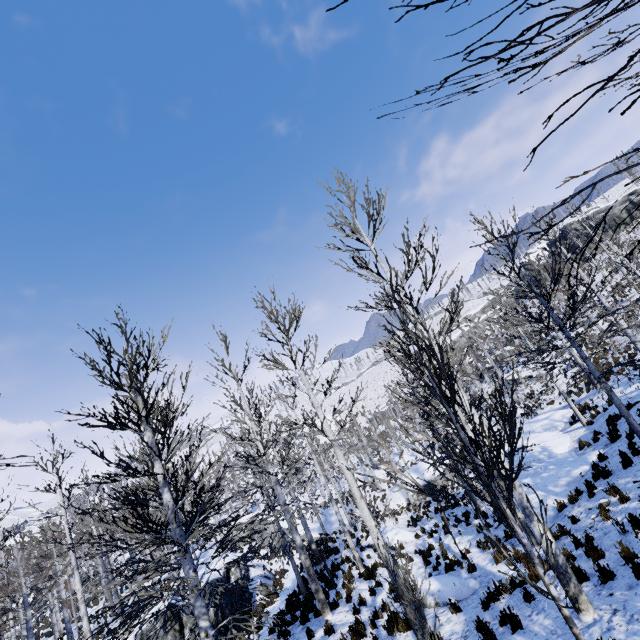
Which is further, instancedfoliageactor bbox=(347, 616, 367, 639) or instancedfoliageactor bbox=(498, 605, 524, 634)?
instancedfoliageactor bbox=(347, 616, 367, 639)

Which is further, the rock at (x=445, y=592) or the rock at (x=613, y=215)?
the rock at (x=613, y=215)

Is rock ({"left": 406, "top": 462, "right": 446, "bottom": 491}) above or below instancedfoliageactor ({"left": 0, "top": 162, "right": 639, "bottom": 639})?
below

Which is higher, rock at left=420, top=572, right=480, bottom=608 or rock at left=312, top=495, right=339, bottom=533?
rock at left=420, top=572, right=480, bottom=608

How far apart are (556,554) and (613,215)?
62.7m

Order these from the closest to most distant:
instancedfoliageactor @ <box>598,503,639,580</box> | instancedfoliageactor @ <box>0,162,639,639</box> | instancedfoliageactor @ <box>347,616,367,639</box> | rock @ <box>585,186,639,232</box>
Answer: instancedfoliageactor @ <box>0,162,639,639</box> < instancedfoliageactor @ <box>598,503,639,580</box> < instancedfoliageactor @ <box>347,616,367,639</box> < rock @ <box>585,186,639,232</box>

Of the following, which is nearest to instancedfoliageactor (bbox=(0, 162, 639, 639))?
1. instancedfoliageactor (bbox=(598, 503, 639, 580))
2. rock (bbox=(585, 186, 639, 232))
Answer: instancedfoliageactor (bbox=(598, 503, 639, 580))

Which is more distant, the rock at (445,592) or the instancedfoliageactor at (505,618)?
the rock at (445,592)
